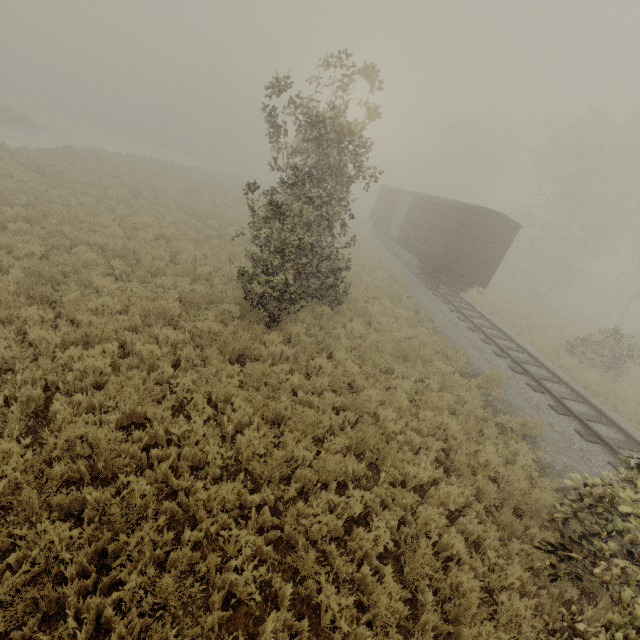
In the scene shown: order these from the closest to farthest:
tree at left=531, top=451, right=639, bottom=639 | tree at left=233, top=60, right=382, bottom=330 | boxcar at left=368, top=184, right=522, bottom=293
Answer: tree at left=531, top=451, right=639, bottom=639, tree at left=233, top=60, right=382, bottom=330, boxcar at left=368, top=184, right=522, bottom=293

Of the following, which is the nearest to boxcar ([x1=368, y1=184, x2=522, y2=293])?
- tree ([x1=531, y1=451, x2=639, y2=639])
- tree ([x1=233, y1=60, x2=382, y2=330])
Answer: tree ([x1=233, y1=60, x2=382, y2=330])

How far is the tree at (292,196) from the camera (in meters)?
8.32

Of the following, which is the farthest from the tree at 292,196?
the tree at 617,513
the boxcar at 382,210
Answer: the boxcar at 382,210

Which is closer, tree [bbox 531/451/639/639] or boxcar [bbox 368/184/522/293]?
tree [bbox 531/451/639/639]

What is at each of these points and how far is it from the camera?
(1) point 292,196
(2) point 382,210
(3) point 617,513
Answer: (1) tree, 10.80m
(2) boxcar, 29.89m
(3) tree, 4.65m
